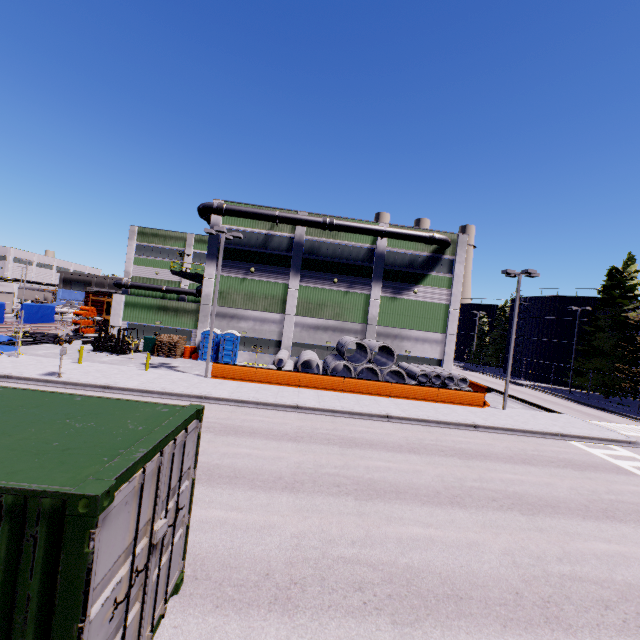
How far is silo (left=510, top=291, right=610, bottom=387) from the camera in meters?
42.4 m

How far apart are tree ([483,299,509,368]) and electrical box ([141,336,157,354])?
54.2m

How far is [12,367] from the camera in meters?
18.1 m

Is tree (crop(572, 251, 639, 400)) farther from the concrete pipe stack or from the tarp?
the tarp

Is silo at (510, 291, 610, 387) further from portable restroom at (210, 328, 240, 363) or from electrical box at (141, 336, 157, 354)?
electrical box at (141, 336, 157, 354)

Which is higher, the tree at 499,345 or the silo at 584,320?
the silo at 584,320

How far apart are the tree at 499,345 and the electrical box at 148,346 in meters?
54.2

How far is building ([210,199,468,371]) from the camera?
30.66m
